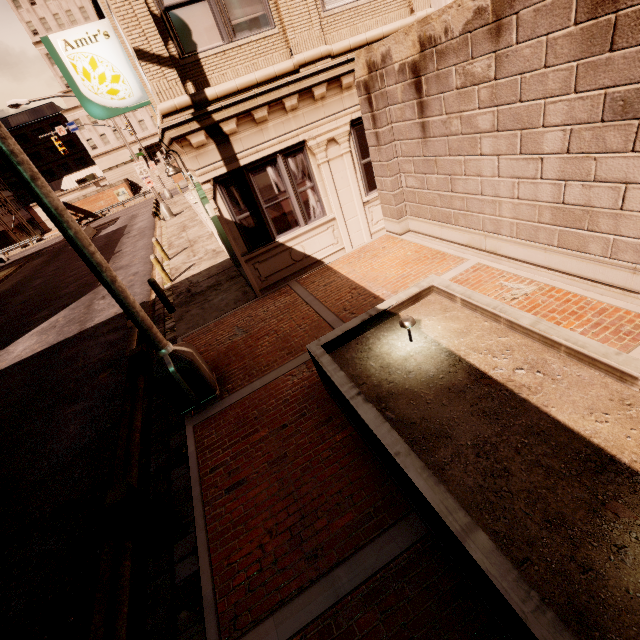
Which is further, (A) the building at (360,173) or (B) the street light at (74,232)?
(A) the building at (360,173)

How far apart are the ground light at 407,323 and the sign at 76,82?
9.6 meters

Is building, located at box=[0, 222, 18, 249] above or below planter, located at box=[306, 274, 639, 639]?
above

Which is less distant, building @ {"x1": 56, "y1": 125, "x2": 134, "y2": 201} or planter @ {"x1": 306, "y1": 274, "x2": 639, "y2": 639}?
planter @ {"x1": 306, "y1": 274, "x2": 639, "y2": 639}

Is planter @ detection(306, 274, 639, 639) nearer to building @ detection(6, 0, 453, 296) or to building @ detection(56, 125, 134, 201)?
building @ detection(6, 0, 453, 296)

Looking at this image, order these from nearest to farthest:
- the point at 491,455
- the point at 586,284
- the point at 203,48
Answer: the point at 491,455, the point at 586,284, the point at 203,48

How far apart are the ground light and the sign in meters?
9.6 m

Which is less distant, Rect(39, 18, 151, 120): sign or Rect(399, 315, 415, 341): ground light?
Rect(399, 315, 415, 341): ground light
